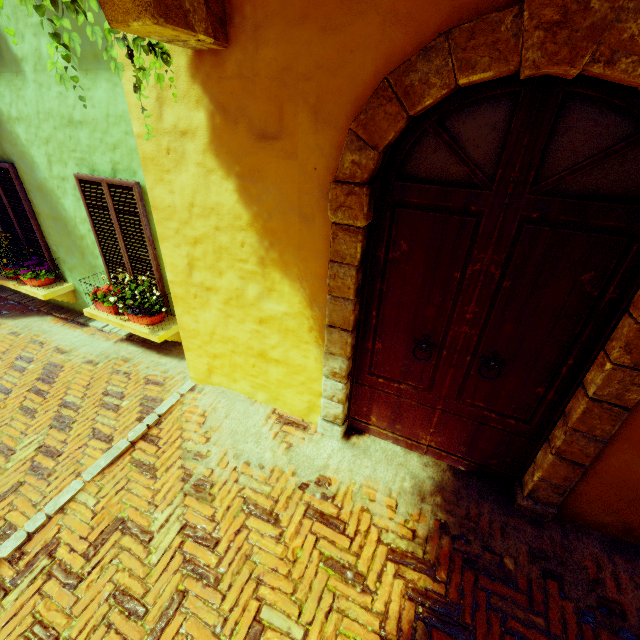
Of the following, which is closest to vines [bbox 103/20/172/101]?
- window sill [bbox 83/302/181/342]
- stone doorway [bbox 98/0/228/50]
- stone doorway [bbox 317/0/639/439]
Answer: stone doorway [bbox 98/0/228/50]

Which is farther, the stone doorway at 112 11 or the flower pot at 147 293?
the flower pot at 147 293

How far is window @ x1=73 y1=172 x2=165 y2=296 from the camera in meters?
3.9

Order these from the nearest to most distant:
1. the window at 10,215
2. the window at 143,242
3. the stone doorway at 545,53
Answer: the stone doorway at 545,53 < the window at 143,242 < the window at 10,215

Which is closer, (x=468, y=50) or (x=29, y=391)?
Answer: (x=468, y=50)

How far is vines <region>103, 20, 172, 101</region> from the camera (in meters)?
1.70

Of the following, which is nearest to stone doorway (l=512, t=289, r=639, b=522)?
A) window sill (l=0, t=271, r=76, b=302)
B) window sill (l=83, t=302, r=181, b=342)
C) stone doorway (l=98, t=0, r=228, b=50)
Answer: stone doorway (l=98, t=0, r=228, b=50)

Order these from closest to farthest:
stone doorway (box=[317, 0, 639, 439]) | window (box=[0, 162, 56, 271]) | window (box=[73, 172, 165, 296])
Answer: stone doorway (box=[317, 0, 639, 439])
window (box=[73, 172, 165, 296])
window (box=[0, 162, 56, 271])
